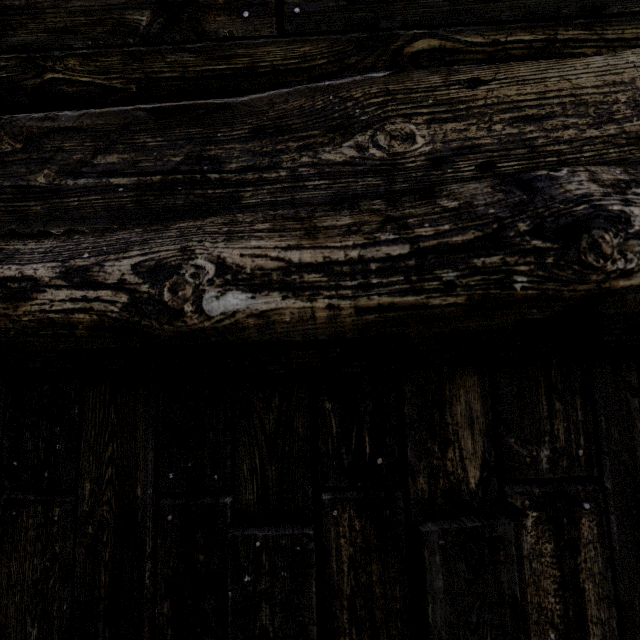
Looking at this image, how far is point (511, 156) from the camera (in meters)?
0.87
